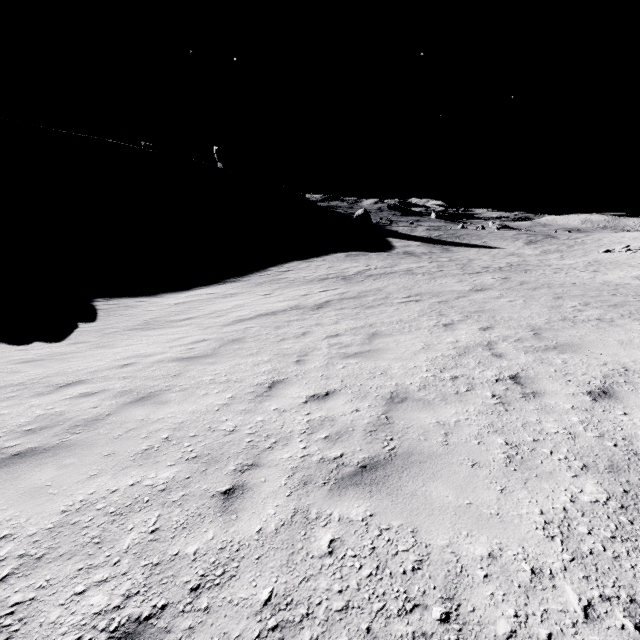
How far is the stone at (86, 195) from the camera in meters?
55.6

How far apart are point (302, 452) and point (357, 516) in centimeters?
111cm

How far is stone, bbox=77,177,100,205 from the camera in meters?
55.6 m
